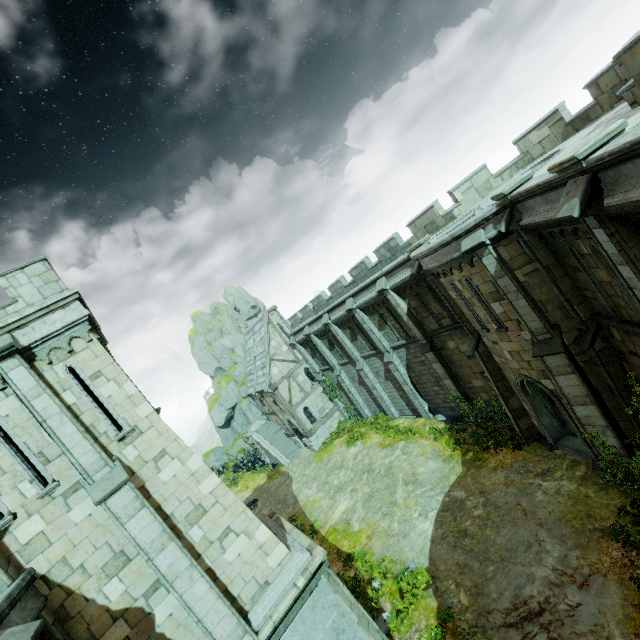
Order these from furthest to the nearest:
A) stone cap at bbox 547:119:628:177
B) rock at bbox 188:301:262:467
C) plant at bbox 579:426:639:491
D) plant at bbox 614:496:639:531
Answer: rock at bbox 188:301:262:467
plant at bbox 579:426:639:491
plant at bbox 614:496:639:531
stone cap at bbox 547:119:628:177

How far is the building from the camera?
30.1m

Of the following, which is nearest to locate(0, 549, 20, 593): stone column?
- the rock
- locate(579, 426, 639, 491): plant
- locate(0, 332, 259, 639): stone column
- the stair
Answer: locate(0, 332, 259, 639): stone column

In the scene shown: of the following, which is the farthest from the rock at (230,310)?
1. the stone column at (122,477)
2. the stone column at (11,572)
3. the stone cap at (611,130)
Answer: the stone cap at (611,130)

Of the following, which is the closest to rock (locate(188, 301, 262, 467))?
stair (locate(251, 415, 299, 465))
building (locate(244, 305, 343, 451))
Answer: stair (locate(251, 415, 299, 465))

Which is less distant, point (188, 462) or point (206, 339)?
point (188, 462)

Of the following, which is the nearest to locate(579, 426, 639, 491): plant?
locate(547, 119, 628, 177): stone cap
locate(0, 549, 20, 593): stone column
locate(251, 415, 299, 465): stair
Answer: locate(547, 119, 628, 177): stone cap

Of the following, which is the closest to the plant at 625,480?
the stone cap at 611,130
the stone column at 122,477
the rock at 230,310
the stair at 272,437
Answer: the stone cap at 611,130
